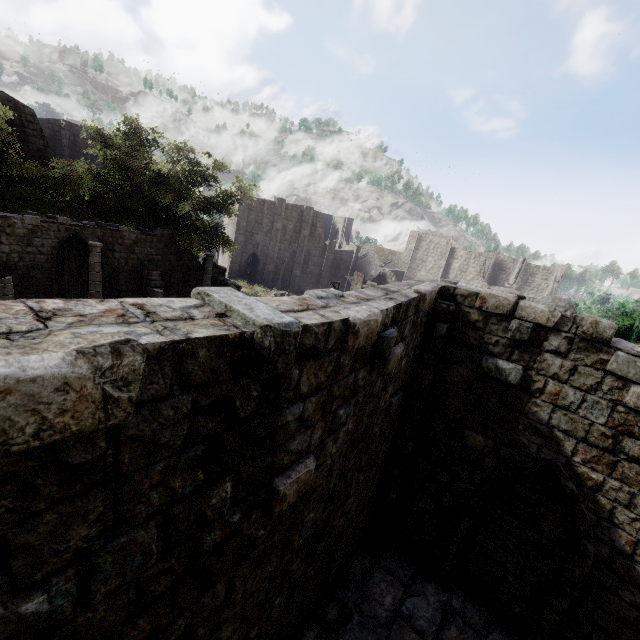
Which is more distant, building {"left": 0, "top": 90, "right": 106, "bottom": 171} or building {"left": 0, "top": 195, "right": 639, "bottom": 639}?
building {"left": 0, "top": 90, "right": 106, "bottom": 171}

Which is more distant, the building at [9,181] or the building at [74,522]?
the building at [9,181]

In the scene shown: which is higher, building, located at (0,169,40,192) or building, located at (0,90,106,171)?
building, located at (0,90,106,171)

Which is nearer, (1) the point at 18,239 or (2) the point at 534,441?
(2) the point at 534,441
